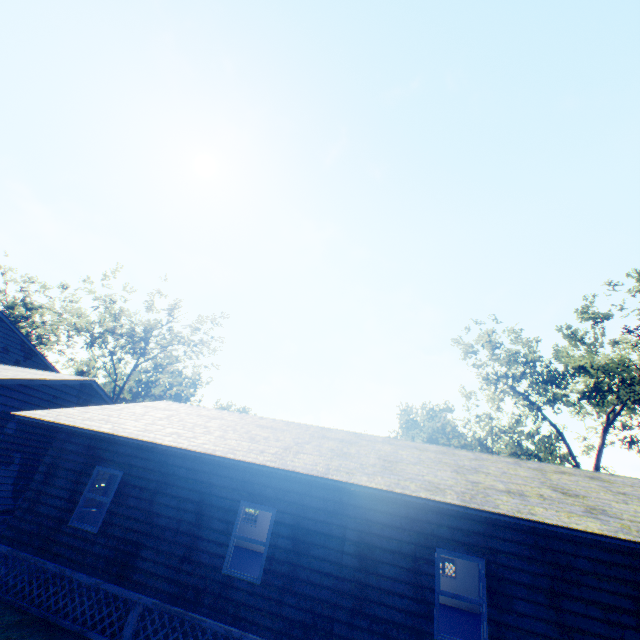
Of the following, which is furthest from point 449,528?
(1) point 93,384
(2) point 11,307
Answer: (2) point 11,307

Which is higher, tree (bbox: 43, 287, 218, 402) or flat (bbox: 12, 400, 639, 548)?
tree (bbox: 43, 287, 218, 402)

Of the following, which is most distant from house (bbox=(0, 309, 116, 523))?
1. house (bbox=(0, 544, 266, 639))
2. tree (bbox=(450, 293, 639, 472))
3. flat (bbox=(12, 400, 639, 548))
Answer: tree (bbox=(450, 293, 639, 472))

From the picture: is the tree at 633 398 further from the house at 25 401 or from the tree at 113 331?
the tree at 113 331

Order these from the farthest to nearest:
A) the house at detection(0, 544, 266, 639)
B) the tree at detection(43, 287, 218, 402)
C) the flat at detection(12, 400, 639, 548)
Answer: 1. the tree at detection(43, 287, 218, 402)
2. the house at detection(0, 544, 266, 639)
3. the flat at detection(12, 400, 639, 548)

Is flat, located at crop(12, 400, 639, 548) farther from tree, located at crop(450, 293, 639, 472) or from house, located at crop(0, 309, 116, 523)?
tree, located at crop(450, 293, 639, 472)

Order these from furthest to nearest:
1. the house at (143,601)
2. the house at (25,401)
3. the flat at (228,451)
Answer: the house at (25,401), the house at (143,601), the flat at (228,451)

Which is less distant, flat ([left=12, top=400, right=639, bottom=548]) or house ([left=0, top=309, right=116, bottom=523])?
flat ([left=12, top=400, right=639, bottom=548])
